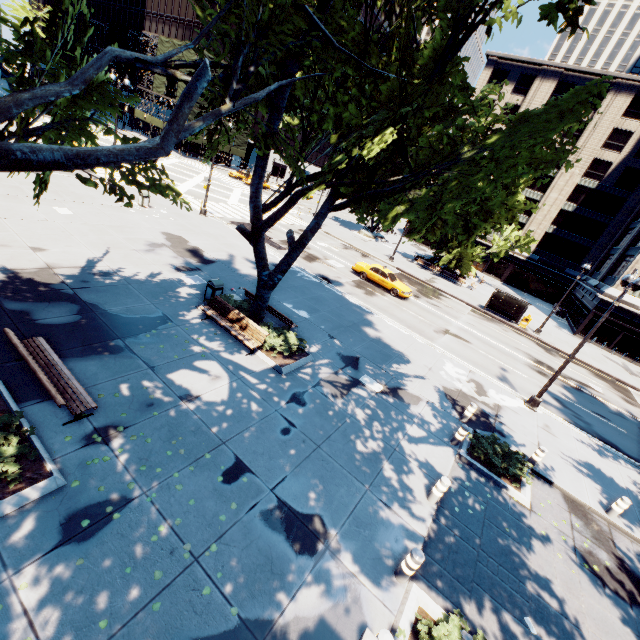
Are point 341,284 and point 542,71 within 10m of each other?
no

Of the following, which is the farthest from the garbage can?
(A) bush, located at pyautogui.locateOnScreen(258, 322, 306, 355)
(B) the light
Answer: (B) the light

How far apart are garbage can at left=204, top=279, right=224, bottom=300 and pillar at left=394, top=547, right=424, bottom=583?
11.12m

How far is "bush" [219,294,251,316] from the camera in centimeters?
1349cm

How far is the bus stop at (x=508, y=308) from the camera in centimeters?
3081cm

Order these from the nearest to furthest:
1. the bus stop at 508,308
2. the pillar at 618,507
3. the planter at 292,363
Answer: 1. the pillar at 618,507
2. the planter at 292,363
3. the bus stop at 508,308

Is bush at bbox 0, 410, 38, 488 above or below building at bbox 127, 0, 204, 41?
below

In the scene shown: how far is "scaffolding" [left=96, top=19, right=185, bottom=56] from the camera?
50.65m
